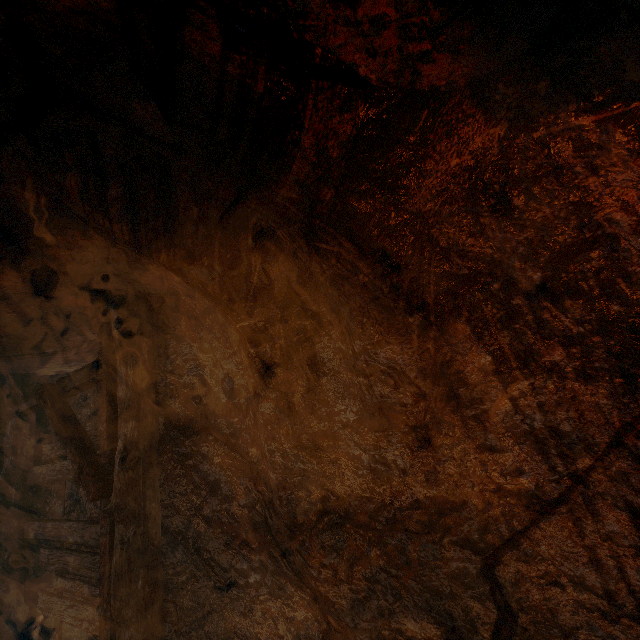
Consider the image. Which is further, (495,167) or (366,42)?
(495,167)
